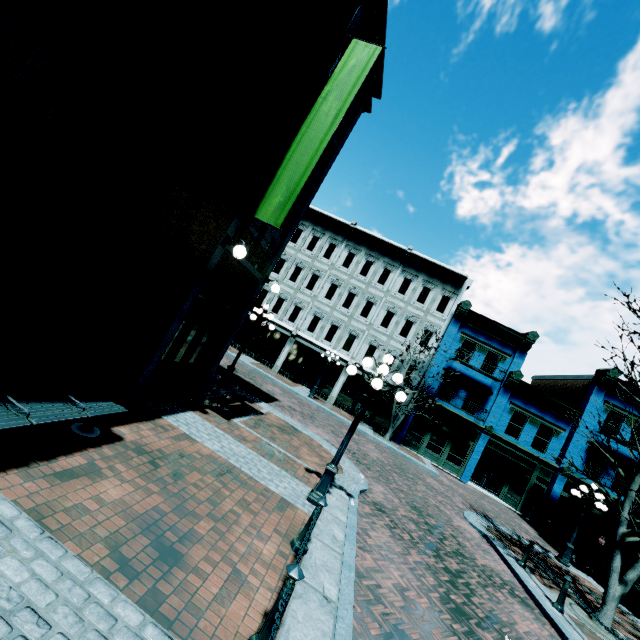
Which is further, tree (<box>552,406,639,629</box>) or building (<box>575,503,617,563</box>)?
building (<box>575,503,617,563</box>)

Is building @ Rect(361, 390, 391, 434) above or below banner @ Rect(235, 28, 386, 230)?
below

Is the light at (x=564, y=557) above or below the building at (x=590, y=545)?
below

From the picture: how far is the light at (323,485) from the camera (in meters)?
6.98

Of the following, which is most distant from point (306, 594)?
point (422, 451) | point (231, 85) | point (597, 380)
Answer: point (597, 380)

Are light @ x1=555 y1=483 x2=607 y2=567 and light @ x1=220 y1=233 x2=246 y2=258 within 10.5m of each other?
no

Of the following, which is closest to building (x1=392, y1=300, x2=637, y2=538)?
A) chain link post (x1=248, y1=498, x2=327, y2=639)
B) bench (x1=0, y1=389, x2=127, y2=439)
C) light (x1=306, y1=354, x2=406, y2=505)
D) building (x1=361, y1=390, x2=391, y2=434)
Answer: building (x1=361, y1=390, x2=391, y2=434)

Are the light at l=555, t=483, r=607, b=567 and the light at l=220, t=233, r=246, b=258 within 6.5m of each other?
no
